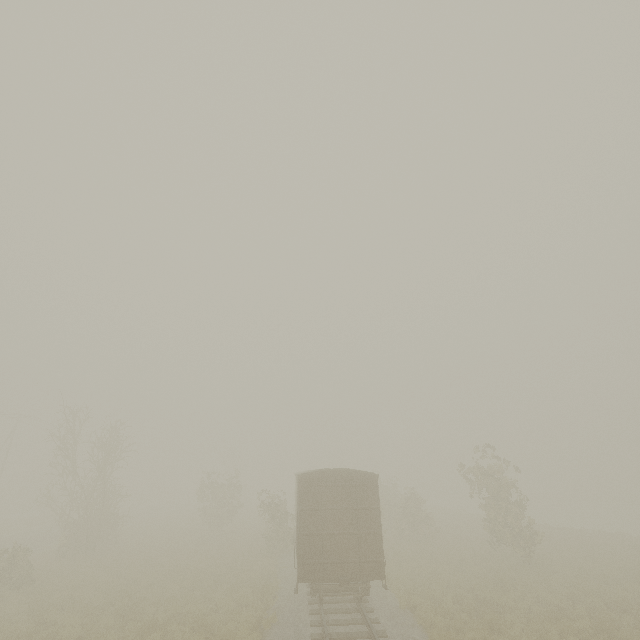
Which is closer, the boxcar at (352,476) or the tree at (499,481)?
the boxcar at (352,476)

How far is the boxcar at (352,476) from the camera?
12.3m

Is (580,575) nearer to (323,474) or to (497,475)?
(497,475)

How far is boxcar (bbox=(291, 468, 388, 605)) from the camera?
12.30m

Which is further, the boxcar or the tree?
the tree

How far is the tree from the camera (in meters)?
19.52
